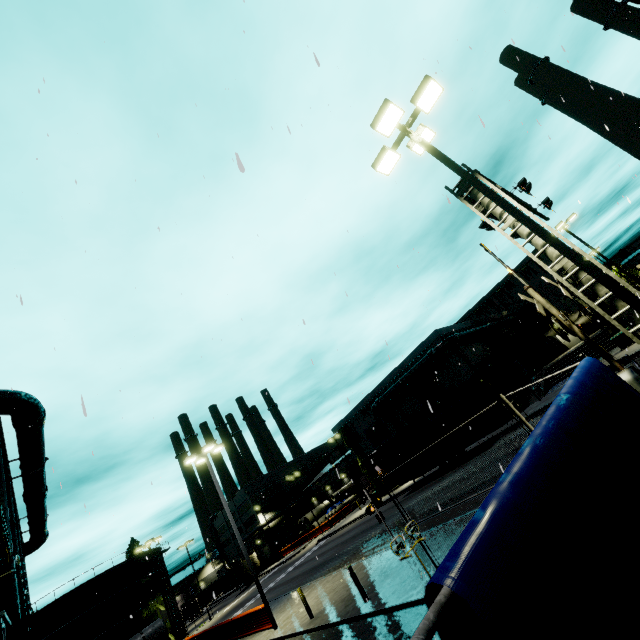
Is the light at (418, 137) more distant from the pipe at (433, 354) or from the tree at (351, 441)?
the tree at (351, 441)

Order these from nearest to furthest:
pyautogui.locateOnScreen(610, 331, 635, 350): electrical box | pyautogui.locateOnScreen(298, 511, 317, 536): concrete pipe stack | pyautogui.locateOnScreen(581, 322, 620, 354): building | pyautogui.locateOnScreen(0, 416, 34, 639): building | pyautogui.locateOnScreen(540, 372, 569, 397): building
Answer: pyautogui.locateOnScreen(0, 416, 34, 639): building
pyautogui.locateOnScreen(610, 331, 635, 350): electrical box
pyautogui.locateOnScreen(581, 322, 620, 354): building
pyautogui.locateOnScreen(540, 372, 569, 397): building
pyautogui.locateOnScreen(298, 511, 317, 536): concrete pipe stack

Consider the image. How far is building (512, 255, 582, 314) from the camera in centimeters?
3794cm

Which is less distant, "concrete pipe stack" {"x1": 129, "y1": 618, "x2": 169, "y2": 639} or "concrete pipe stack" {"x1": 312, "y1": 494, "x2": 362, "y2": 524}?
"concrete pipe stack" {"x1": 129, "y1": 618, "x2": 169, "y2": 639}

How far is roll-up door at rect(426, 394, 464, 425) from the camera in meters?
33.9 m

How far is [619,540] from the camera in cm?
151

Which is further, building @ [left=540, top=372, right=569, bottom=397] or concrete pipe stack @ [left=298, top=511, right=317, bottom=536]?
concrete pipe stack @ [left=298, top=511, right=317, bottom=536]

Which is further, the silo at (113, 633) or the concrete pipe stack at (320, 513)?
the concrete pipe stack at (320, 513)
